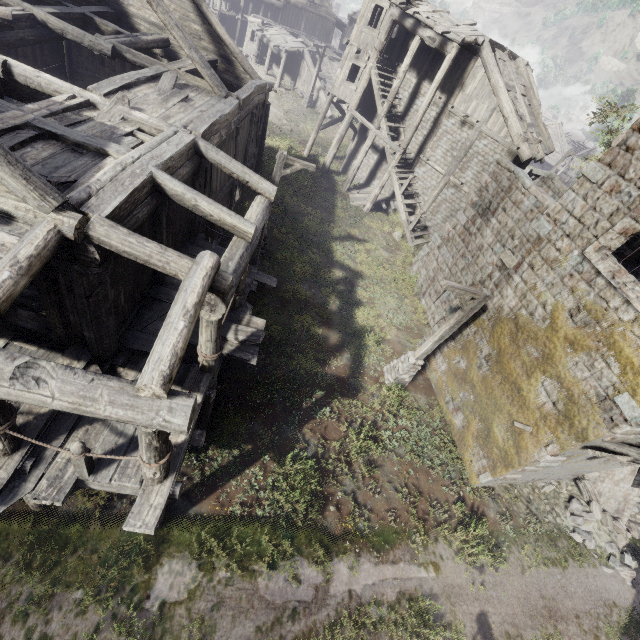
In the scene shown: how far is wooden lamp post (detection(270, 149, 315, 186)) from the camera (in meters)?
12.12

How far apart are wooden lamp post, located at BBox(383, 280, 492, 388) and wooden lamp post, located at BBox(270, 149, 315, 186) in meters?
6.3 m

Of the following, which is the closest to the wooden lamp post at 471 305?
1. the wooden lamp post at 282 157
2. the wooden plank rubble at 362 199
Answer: the wooden lamp post at 282 157

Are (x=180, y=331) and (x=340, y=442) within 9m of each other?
yes

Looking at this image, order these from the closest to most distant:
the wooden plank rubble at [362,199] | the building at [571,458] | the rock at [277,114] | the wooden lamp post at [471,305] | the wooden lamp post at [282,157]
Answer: the building at [571,458] < the wooden lamp post at [471,305] < the wooden lamp post at [282,157] < the wooden plank rubble at [362,199] < the rock at [277,114]

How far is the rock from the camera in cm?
2727

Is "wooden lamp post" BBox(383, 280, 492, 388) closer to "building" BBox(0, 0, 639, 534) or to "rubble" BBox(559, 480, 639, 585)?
"building" BBox(0, 0, 639, 534)

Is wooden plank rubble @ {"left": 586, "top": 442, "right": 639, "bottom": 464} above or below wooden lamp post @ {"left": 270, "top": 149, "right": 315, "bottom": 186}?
above
